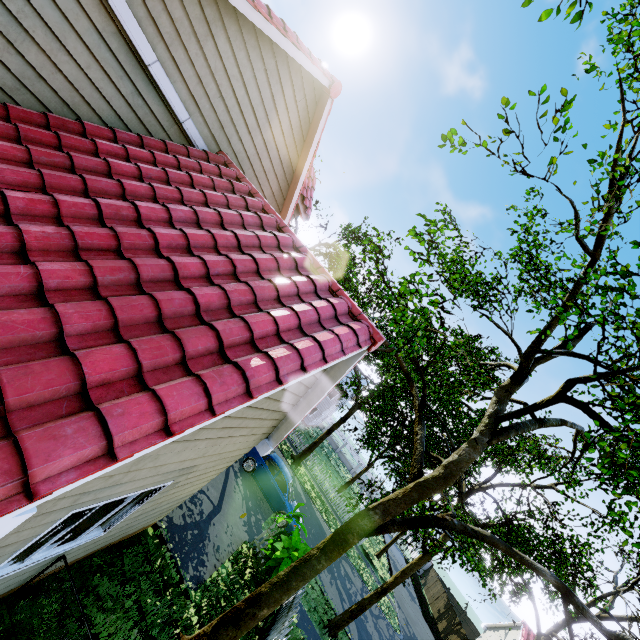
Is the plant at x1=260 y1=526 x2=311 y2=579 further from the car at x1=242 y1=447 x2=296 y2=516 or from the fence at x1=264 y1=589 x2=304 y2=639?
the car at x1=242 y1=447 x2=296 y2=516

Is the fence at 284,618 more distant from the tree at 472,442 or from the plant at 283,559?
the tree at 472,442

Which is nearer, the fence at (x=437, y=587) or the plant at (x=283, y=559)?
the plant at (x=283, y=559)

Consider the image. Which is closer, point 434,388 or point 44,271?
point 44,271

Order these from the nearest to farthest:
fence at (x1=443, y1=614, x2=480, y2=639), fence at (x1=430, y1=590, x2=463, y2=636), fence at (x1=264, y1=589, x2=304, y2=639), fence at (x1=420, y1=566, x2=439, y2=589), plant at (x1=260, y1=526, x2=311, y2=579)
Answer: fence at (x1=264, y1=589, x2=304, y2=639), plant at (x1=260, y1=526, x2=311, y2=579), fence at (x1=443, y1=614, x2=480, y2=639), fence at (x1=430, y1=590, x2=463, y2=636), fence at (x1=420, y1=566, x2=439, y2=589)

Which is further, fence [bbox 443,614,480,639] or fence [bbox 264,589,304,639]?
fence [bbox 443,614,480,639]

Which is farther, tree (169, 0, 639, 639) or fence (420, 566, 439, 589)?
fence (420, 566, 439, 589)

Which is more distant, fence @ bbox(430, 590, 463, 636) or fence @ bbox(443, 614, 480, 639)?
fence @ bbox(430, 590, 463, 636)
